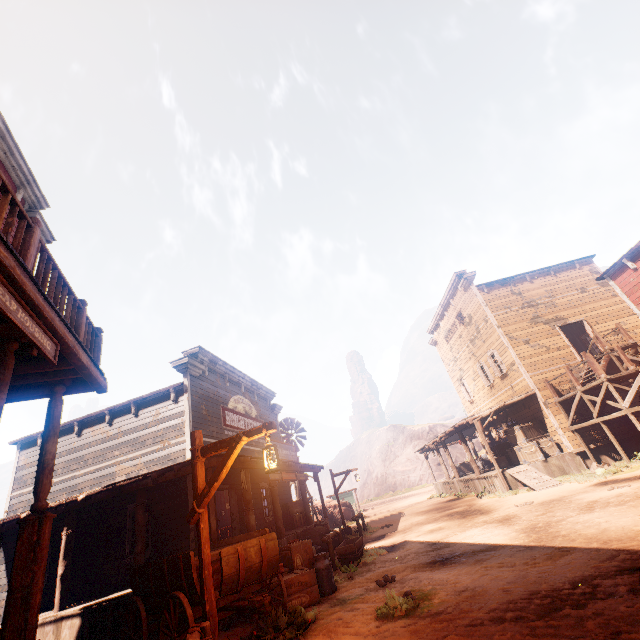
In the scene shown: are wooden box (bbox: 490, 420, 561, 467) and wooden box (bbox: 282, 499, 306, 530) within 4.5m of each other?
no

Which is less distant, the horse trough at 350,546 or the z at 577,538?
the z at 577,538

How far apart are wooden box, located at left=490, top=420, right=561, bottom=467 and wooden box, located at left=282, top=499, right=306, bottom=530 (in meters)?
11.27

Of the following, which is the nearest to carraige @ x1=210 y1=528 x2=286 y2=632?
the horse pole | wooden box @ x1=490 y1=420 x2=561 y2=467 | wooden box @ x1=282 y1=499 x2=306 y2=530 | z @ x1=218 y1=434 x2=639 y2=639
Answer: z @ x1=218 y1=434 x2=639 y2=639

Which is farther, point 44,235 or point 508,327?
point 508,327

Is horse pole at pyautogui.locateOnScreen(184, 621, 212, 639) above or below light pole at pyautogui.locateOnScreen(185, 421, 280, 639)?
below

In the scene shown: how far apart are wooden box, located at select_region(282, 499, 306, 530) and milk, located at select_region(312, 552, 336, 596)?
9.5 meters

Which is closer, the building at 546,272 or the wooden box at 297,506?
the building at 546,272
